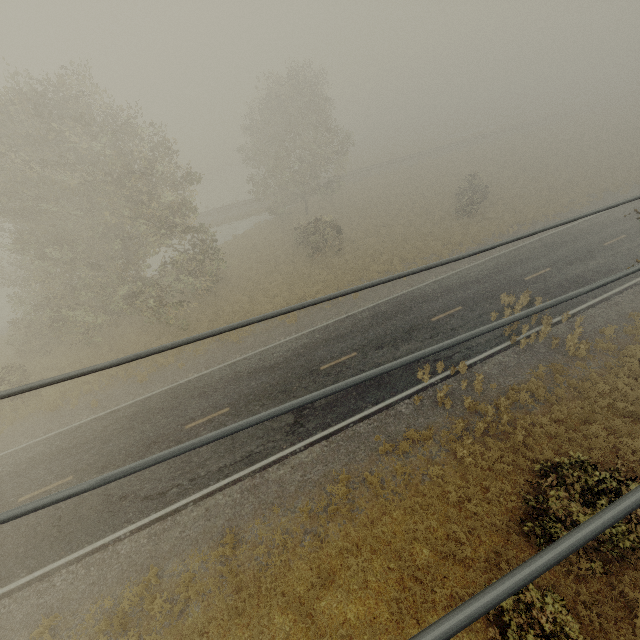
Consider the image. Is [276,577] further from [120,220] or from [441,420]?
[120,220]
